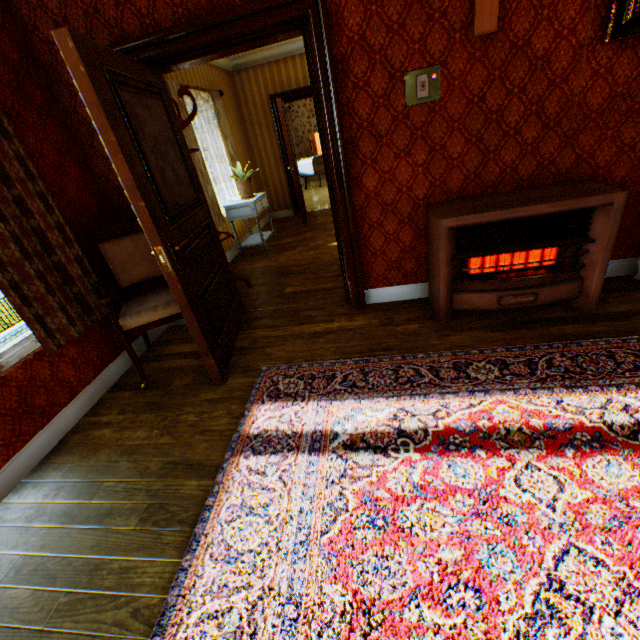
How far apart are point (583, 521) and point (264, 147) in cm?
780

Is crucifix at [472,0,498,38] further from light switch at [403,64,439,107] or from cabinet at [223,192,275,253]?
cabinet at [223,192,275,253]

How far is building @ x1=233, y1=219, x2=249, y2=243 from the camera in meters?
6.0 m

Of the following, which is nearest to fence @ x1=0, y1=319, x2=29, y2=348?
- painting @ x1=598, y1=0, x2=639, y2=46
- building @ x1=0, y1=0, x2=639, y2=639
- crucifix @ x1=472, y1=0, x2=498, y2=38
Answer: building @ x1=0, y1=0, x2=639, y2=639

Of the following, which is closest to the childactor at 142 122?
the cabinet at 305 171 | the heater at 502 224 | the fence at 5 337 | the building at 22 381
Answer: the building at 22 381

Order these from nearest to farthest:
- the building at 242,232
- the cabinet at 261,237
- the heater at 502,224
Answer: the heater at 502,224 → the cabinet at 261,237 → the building at 242,232

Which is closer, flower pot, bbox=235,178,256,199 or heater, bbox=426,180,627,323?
heater, bbox=426,180,627,323

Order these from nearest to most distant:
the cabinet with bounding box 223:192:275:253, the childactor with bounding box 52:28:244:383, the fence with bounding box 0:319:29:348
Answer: the childactor with bounding box 52:28:244:383, the cabinet with bounding box 223:192:275:253, the fence with bounding box 0:319:29:348
